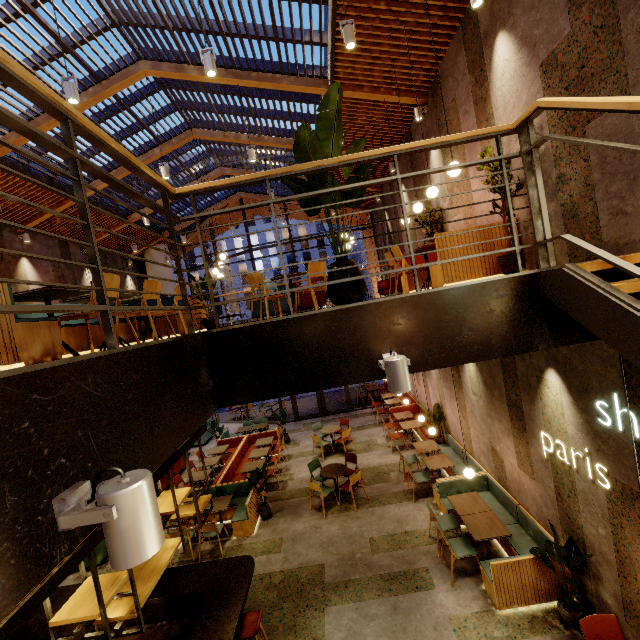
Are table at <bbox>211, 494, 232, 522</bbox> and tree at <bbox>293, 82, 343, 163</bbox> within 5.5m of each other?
no

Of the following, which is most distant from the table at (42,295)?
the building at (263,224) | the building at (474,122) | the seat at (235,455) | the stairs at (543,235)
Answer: the building at (263,224)

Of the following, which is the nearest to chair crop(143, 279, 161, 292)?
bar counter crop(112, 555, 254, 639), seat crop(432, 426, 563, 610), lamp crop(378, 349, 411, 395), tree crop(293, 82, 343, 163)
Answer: tree crop(293, 82, 343, 163)

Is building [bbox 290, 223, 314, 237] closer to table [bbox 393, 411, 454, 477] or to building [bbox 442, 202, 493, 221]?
building [bbox 442, 202, 493, 221]

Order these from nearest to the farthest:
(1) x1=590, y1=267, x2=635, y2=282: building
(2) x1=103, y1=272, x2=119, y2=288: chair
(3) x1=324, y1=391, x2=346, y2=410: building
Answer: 1. (1) x1=590, y1=267, x2=635, y2=282: building
2. (2) x1=103, y1=272, x2=119, y2=288: chair
3. (3) x1=324, y1=391, x2=346, y2=410: building

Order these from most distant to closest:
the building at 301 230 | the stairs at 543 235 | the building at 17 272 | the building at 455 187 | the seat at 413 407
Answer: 1. the building at 301 230
2. the seat at 413 407
3. the building at 17 272
4. the building at 455 187
5. the stairs at 543 235

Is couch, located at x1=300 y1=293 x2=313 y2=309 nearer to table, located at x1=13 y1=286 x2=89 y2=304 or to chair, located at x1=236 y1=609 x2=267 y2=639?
table, located at x1=13 y1=286 x2=89 y2=304

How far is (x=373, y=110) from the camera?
7.79m
